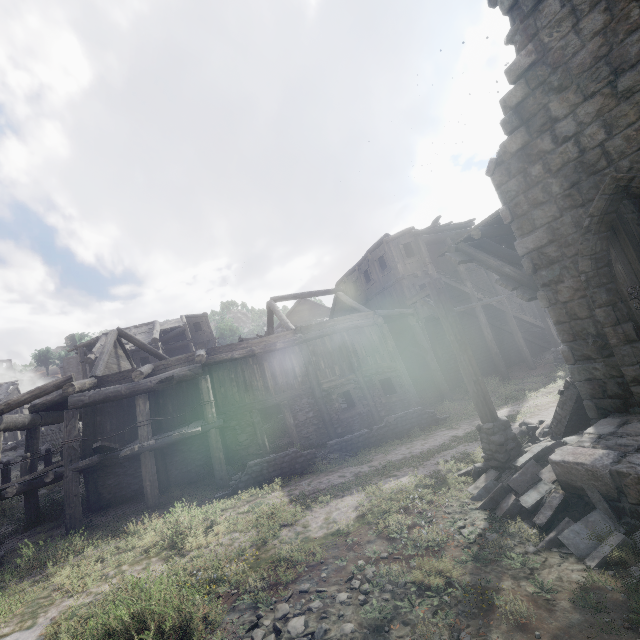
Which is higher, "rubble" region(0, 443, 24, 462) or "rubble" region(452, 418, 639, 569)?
"rubble" region(0, 443, 24, 462)

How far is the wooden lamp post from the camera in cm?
709

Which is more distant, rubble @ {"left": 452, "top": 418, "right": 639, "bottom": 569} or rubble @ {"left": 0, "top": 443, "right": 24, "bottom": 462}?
rubble @ {"left": 0, "top": 443, "right": 24, "bottom": 462}

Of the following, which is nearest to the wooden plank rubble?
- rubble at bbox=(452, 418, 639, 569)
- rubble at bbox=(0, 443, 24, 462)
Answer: rubble at bbox=(452, 418, 639, 569)

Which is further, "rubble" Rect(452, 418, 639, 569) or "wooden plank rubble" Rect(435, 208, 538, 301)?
"wooden plank rubble" Rect(435, 208, 538, 301)

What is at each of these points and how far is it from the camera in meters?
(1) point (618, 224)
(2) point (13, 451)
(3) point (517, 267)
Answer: (1) building, 6.4
(2) rubble, 23.5
(3) wooden plank rubble, 8.7

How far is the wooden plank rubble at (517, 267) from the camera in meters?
7.7

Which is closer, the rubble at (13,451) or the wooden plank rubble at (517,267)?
the wooden plank rubble at (517,267)
